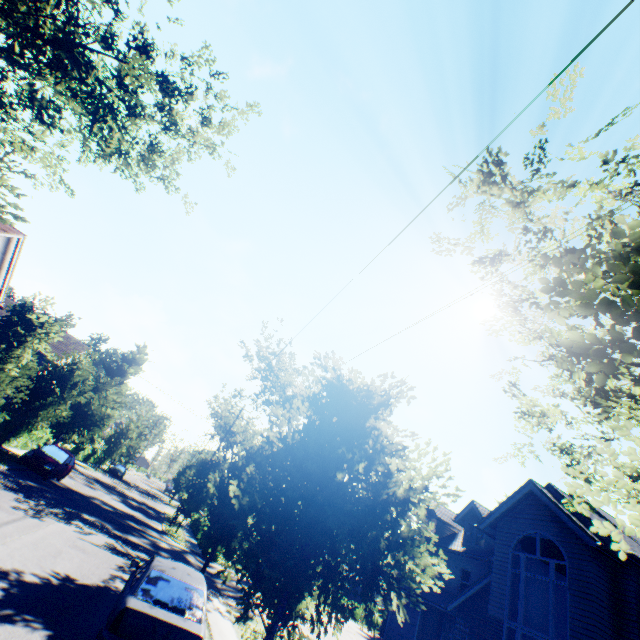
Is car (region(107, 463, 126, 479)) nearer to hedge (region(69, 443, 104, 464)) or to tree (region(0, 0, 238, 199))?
tree (region(0, 0, 238, 199))

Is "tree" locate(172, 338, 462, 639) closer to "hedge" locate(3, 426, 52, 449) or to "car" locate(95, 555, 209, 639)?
"hedge" locate(3, 426, 52, 449)

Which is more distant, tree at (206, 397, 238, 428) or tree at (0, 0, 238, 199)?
tree at (206, 397, 238, 428)

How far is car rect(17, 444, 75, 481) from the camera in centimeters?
1792cm

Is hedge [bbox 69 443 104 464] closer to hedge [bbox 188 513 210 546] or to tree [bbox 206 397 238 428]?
tree [bbox 206 397 238 428]

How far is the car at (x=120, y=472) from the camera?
44.3m

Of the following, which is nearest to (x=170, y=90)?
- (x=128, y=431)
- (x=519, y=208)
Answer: (x=519, y=208)

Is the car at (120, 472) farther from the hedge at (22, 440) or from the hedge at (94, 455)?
the hedge at (22, 440)
